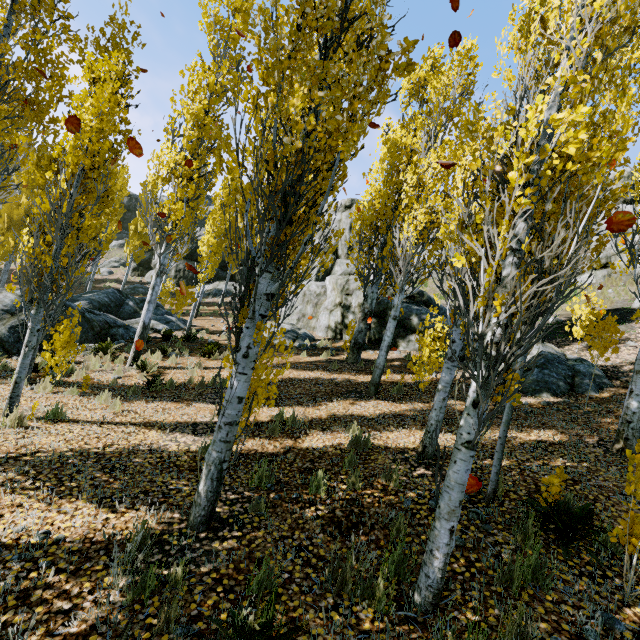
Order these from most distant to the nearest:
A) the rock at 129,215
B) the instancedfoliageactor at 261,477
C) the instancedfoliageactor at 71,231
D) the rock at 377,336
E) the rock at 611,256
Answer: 1. the rock at 129,215
2. the rock at 611,256
3. the rock at 377,336
4. the instancedfoliageactor at 71,231
5. the instancedfoliageactor at 261,477

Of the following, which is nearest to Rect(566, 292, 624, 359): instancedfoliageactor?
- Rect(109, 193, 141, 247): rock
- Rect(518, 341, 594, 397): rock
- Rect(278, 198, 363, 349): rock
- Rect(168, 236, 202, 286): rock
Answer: Rect(168, 236, 202, 286): rock

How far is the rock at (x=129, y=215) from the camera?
42.8m

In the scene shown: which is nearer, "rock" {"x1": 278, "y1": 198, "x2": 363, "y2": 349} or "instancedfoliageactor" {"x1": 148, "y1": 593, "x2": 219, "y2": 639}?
"instancedfoliageactor" {"x1": 148, "y1": 593, "x2": 219, "y2": 639}

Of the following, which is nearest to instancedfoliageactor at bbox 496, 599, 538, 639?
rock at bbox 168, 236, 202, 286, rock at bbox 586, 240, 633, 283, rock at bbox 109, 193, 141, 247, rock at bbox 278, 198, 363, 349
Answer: rock at bbox 168, 236, 202, 286

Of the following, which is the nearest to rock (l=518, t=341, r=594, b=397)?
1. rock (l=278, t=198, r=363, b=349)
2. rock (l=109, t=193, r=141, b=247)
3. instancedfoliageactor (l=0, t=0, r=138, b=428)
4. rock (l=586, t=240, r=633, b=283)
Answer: rock (l=278, t=198, r=363, b=349)

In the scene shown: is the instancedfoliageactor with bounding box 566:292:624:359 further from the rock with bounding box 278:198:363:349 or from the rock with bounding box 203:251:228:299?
the rock with bounding box 278:198:363:349

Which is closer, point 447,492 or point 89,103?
point 447,492
